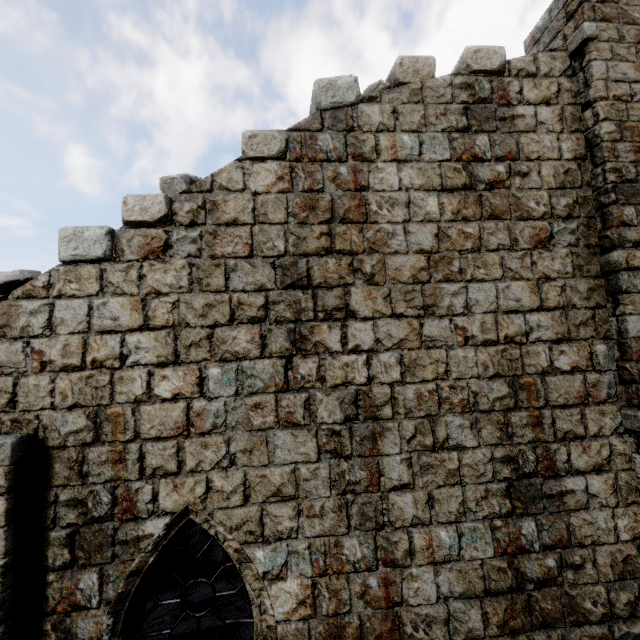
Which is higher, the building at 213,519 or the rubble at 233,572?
the building at 213,519

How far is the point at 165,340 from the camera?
4.3 meters

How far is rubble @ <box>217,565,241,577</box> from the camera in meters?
8.5 m

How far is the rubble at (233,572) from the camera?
8.5m

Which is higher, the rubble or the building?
the building

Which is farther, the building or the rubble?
the rubble
